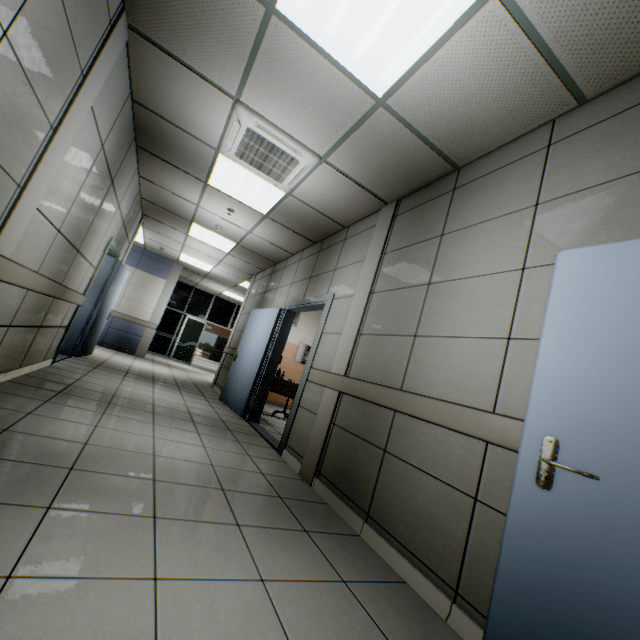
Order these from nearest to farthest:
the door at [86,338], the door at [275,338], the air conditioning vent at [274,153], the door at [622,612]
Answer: the door at [622,612]
the air conditioning vent at [274,153]
the door at [275,338]
the door at [86,338]

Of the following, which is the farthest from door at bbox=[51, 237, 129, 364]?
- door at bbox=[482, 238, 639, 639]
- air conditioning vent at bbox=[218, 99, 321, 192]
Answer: door at bbox=[482, 238, 639, 639]

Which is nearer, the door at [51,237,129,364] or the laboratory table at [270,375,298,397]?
the door at [51,237,129,364]

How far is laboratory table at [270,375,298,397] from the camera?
6.0m

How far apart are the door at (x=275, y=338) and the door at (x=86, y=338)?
2.74m

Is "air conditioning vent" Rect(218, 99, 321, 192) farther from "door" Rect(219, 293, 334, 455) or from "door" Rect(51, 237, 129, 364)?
"door" Rect(51, 237, 129, 364)

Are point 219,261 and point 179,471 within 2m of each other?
no

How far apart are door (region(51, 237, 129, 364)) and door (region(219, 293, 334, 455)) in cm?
274
